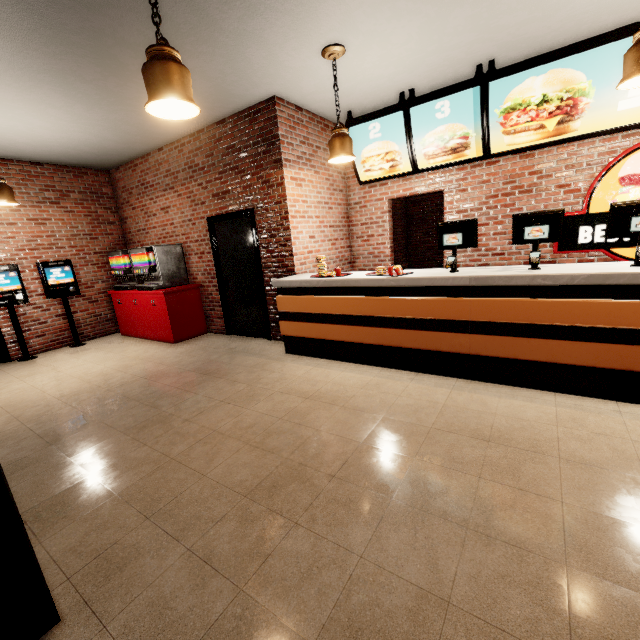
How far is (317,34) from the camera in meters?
3.1
